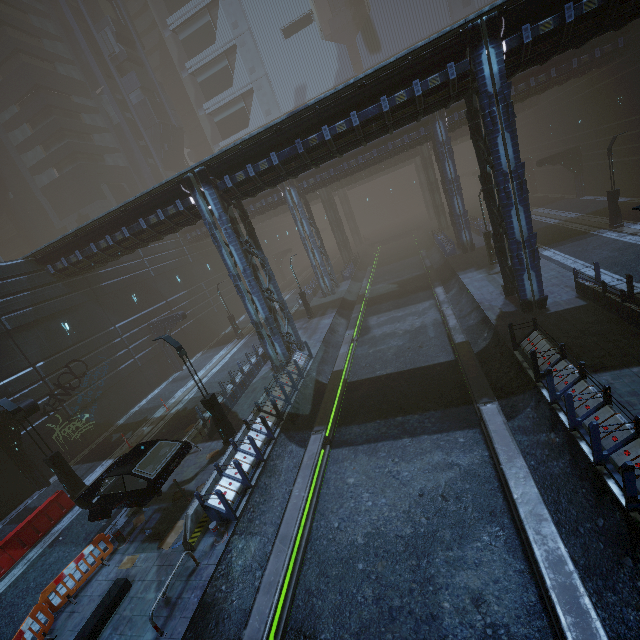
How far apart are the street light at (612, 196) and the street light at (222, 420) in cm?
2640

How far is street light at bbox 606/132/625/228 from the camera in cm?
1977

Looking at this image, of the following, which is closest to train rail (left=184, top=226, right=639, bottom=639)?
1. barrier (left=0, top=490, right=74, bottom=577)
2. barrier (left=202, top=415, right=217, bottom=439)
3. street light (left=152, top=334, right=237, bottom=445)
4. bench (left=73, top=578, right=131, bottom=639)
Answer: street light (left=152, top=334, right=237, bottom=445)

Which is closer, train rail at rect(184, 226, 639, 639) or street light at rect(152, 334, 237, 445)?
train rail at rect(184, 226, 639, 639)

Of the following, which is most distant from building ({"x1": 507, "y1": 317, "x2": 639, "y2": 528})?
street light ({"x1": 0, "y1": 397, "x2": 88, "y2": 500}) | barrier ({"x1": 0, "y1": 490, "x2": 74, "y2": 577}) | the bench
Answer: barrier ({"x1": 0, "y1": 490, "x2": 74, "y2": 577})

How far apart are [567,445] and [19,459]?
24.3m

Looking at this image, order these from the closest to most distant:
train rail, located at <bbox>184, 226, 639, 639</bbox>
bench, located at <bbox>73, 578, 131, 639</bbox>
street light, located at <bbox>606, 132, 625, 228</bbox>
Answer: train rail, located at <bbox>184, 226, 639, 639</bbox> < bench, located at <bbox>73, 578, 131, 639</bbox> < street light, located at <bbox>606, 132, 625, 228</bbox>

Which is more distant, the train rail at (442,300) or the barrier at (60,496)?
the barrier at (60,496)
